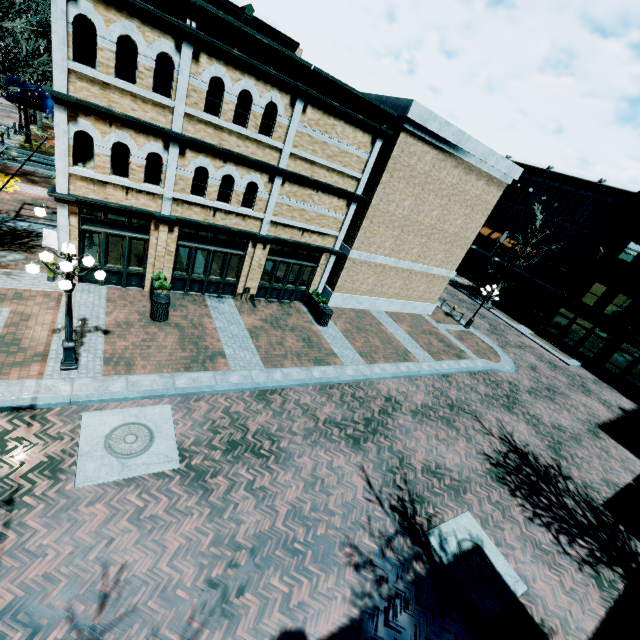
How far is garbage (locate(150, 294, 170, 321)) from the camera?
11.6 meters

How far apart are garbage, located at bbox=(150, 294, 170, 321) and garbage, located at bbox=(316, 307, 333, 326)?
6.81m

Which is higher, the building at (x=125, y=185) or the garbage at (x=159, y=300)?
the building at (x=125, y=185)

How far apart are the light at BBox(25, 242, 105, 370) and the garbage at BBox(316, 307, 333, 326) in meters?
9.4

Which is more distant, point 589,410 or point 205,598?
point 589,410

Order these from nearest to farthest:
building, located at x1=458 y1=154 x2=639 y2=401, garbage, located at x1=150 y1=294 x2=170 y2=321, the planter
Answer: garbage, located at x1=150 y1=294 x2=170 y2=321
the planter
building, located at x1=458 y1=154 x2=639 y2=401

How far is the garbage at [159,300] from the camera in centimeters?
1157cm

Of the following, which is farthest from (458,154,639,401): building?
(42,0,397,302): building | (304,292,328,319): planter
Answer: (304,292,328,319): planter
